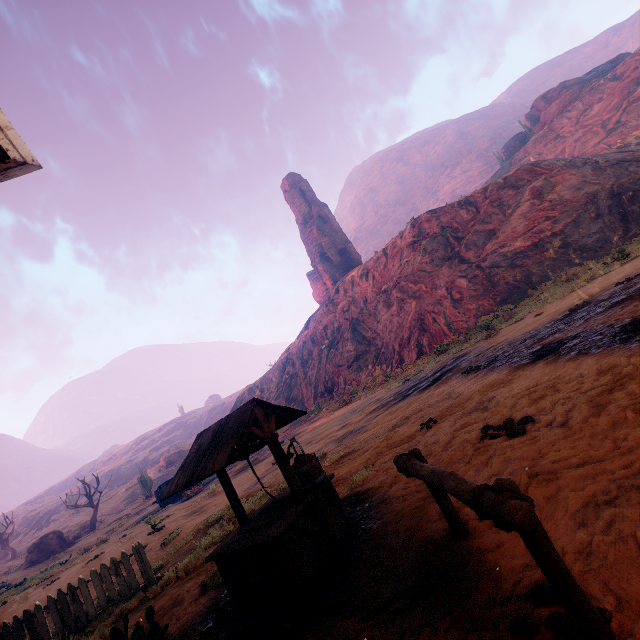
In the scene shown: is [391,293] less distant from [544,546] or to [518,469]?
[518,469]

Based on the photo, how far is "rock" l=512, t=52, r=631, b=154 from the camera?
49.6m

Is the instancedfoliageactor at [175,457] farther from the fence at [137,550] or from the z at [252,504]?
the fence at [137,550]

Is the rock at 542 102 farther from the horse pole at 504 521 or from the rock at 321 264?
the horse pole at 504 521

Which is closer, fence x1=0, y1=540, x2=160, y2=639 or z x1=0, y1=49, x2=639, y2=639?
z x1=0, y1=49, x2=639, y2=639

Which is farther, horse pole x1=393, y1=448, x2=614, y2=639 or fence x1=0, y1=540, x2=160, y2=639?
fence x1=0, y1=540, x2=160, y2=639

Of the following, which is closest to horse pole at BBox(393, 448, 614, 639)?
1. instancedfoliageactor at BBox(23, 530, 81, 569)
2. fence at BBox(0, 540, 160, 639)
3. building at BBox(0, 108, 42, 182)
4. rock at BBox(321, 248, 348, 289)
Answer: building at BBox(0, 108, 42, 182)

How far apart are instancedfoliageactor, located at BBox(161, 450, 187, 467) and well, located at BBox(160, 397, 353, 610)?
62.6 meters
